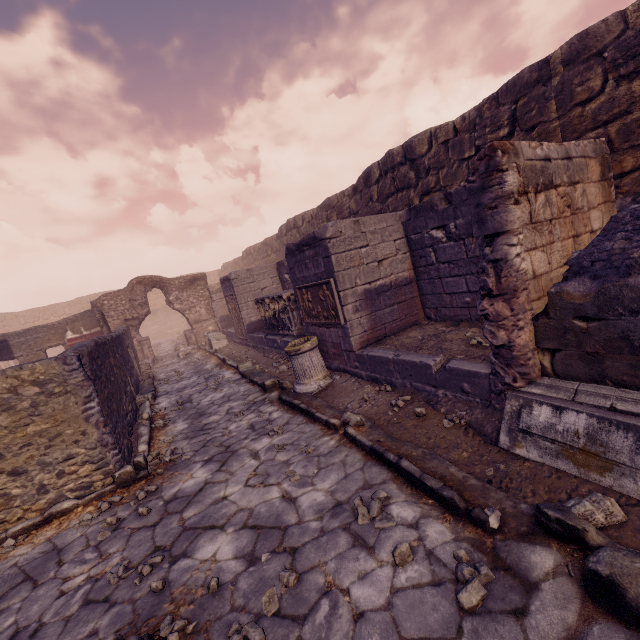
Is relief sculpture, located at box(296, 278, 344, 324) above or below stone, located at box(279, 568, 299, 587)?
above

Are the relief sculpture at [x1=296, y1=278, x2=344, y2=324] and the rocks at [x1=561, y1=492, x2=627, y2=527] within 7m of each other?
yes

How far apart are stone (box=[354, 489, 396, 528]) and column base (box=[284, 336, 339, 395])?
3.0m

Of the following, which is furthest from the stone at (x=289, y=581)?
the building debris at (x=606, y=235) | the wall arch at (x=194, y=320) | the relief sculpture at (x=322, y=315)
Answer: the wall arch at (x=194, y=320)

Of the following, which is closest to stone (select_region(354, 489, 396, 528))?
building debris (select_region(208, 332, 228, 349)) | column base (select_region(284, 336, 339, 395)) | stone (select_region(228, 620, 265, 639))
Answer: stone (select_region(228, 620, 265, 639))

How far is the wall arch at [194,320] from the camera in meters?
14.3

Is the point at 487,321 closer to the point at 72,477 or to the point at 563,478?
the point at 563,478

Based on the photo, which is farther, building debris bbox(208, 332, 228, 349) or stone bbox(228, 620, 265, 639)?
building debris bbox(208, 332, 228, 349)
